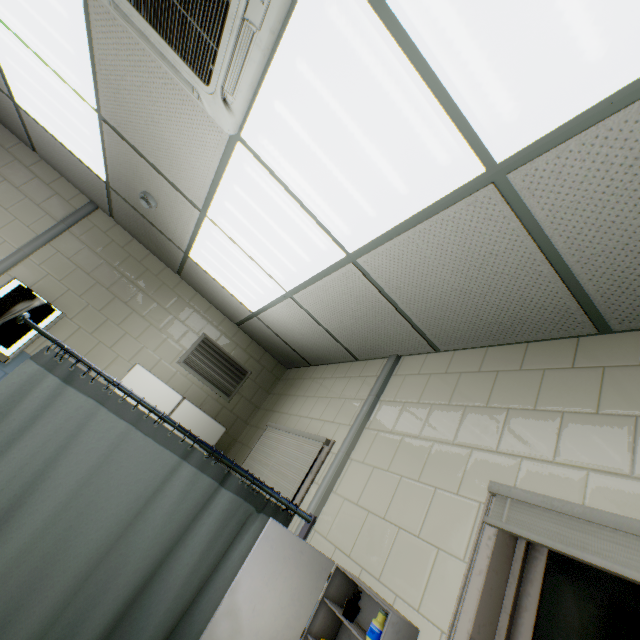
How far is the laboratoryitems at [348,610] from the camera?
1.39m

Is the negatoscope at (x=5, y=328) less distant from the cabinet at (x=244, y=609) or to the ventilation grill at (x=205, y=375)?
the ventilation grill at (x=205, y=375)

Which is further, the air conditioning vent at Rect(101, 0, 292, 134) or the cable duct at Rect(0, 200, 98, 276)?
the cable duct at Rect(0, 200, 98, 276)

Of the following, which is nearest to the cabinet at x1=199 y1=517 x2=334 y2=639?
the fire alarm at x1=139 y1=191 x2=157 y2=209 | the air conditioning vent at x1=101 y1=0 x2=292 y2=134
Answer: the air conditioning vent at x1=101 y1=0 x2=292 y2=134

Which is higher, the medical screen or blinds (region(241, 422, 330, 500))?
blinds (region(241, 422, 330, 500))

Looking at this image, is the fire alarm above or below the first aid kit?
above

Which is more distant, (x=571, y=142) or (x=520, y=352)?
(x=520, y=352)

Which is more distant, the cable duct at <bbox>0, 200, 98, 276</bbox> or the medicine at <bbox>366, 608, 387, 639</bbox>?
the cable duct at <bbox>0, 200, 98, 276</bbox>
